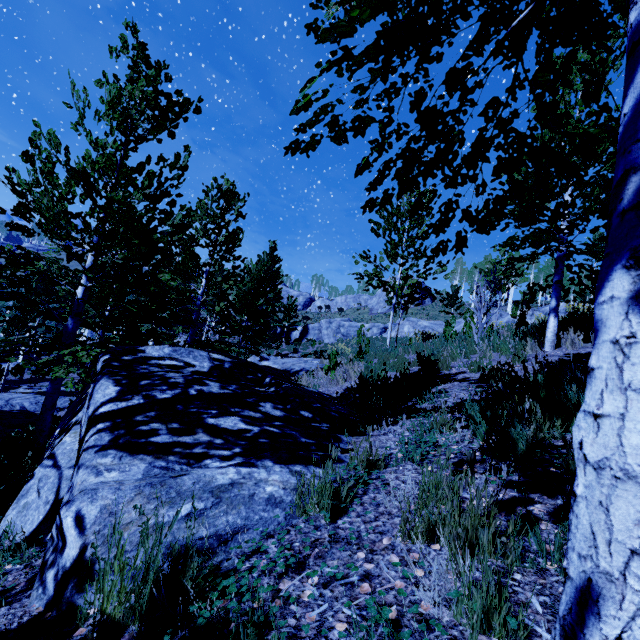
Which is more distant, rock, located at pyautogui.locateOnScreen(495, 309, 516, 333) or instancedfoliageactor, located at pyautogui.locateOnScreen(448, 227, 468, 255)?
rock, located at pyautogui.locateOnScreen(495, 309, 516, 333)

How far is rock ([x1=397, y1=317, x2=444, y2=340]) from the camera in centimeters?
1383cm

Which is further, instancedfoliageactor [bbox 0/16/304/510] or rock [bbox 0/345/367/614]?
instancedfoliageactor [bbox 0/16/304/510]

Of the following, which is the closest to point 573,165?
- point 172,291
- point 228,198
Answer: point 228,198

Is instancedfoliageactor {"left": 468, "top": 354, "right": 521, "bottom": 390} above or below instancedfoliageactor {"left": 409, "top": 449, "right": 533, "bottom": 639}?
above

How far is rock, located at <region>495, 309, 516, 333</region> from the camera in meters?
9.9 m

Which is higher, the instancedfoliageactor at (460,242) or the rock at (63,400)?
the instancedfoliageactor at (460,242)

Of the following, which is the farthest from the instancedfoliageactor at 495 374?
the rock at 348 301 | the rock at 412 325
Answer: the rock at 348 301
